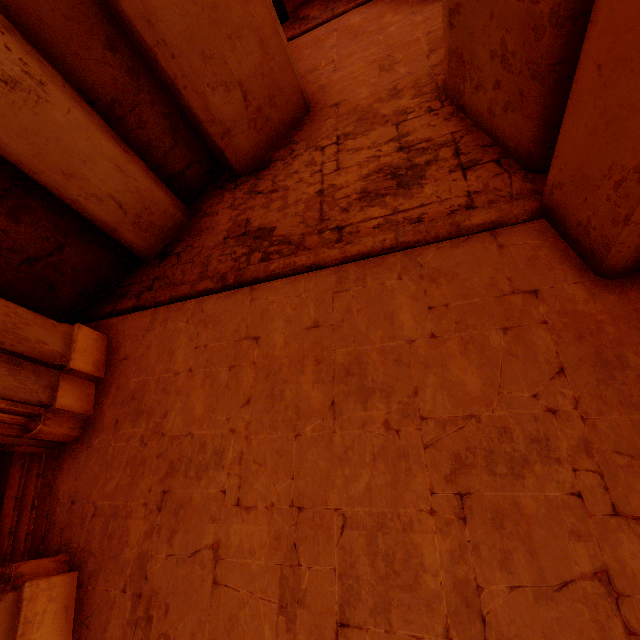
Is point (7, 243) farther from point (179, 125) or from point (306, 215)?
point (306, 215)

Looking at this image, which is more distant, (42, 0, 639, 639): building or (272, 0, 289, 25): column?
(272, 0, 289, 25): column

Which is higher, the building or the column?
the column

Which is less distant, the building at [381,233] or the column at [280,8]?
the building at [381,233]

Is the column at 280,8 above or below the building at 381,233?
above
